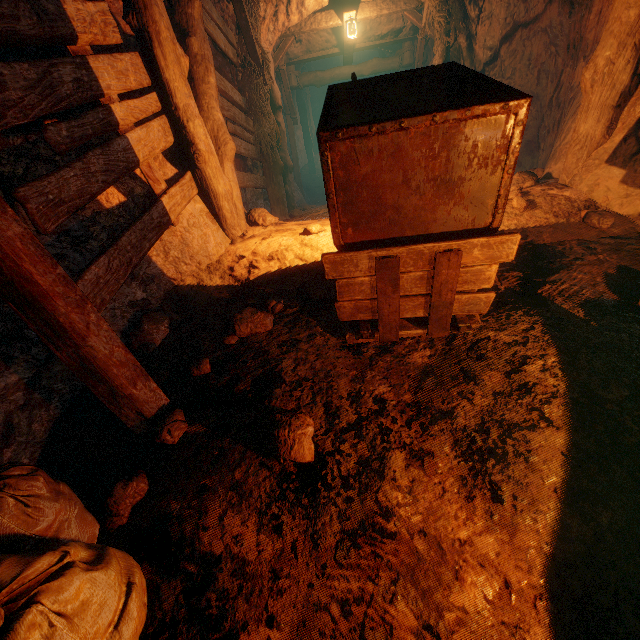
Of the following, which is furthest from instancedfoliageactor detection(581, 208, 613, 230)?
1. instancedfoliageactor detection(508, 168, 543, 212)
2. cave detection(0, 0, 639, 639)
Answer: instancedfoliageactor detection(508, 168, 543, 212)

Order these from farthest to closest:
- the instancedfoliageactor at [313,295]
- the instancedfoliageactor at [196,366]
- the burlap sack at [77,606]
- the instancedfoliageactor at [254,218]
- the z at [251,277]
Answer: the instancedfoliageactor at [254,218] < the z at [251,277] < the instancedfoliageactor at [313,295] < the instancedfoliageactor at [196,366] < the burlap sack at [77,606]

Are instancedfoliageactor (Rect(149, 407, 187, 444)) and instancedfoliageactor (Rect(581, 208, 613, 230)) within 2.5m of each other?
no

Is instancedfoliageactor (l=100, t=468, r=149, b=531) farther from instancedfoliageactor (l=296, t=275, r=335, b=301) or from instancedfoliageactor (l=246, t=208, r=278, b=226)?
instancedfoliageactor (l=246, t=208, r=278, b=226)

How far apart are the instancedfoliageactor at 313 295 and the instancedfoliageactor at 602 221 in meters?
2.5 m

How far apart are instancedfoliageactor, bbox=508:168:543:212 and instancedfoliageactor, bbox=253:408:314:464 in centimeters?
375cm

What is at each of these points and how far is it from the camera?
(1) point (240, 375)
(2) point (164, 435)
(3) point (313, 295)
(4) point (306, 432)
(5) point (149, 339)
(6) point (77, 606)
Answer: (1) cave, 2.4 meters
(2) instancedfoliageactor, 2.1 meters
(3) instancedfoliageactor, 3.1 meters
(4) instancedfoliageactor, 1.8 meters
(5) instancedfoliageactor, 2.9 meters
(6) burlap sack, 1.2 meters

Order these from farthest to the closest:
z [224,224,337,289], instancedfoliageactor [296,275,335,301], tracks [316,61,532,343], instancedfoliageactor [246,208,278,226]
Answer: instancedfoliageactor [246,208,278,226]
z [224,224,337,289]
instancedfoliageactor [296,275,335,301]
tracks [316,61,532,343]
